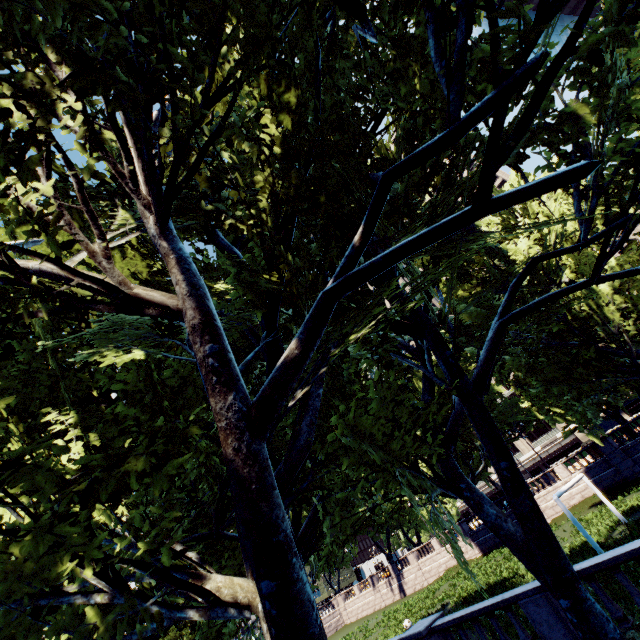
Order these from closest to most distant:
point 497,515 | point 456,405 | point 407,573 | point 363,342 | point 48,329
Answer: point 363,342 → point 497,515 → point 48,329 → point 456,405 → point 407,573
